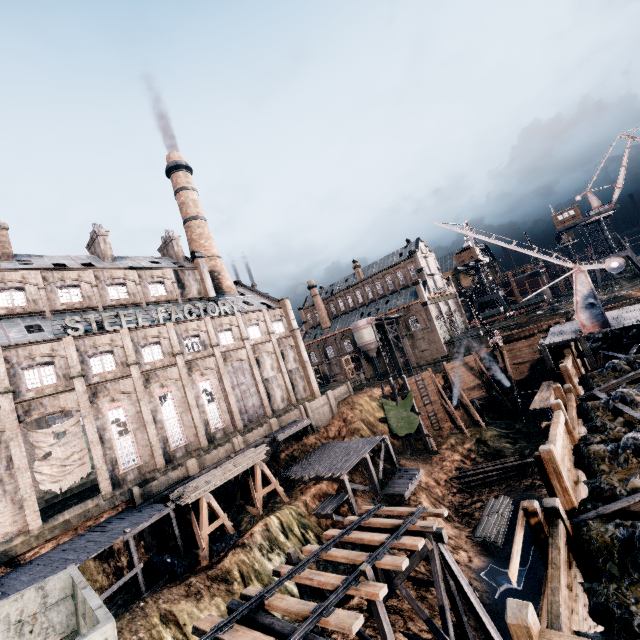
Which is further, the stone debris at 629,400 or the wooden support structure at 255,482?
the wooden support structure at 255,482

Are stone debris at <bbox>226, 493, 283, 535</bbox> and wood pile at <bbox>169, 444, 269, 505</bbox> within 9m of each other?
yes

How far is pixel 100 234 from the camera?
39.7 meters

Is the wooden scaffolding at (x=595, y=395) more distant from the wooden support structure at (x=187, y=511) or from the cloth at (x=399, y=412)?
the wooden support structure at (x=187, y=511)

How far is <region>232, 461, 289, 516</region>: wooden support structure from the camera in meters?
25.9 m

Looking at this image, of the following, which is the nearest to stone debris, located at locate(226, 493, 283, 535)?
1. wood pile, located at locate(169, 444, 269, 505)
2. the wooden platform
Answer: wood pile, located at locate(169, 444, 269, 505)

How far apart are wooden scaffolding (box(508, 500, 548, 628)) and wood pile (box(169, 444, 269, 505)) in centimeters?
2098cm

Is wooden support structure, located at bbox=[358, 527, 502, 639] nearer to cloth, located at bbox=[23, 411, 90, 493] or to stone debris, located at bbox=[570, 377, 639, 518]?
stone debris, located at bbox=[570, 377, 639, 518]
